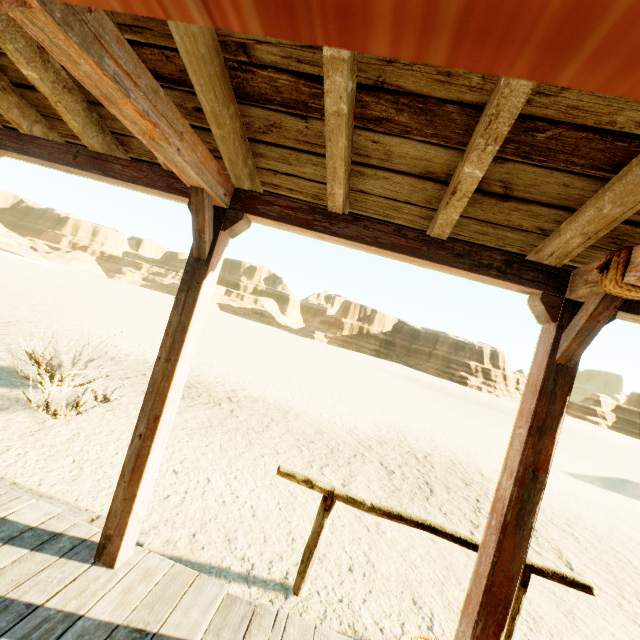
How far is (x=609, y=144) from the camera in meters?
1.4

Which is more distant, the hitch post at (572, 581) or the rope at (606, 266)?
the hitch post at (572, 581)

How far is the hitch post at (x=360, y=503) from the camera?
2.9 meters

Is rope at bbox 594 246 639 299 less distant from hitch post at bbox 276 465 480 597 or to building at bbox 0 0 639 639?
building at bbox 0 0 639 639

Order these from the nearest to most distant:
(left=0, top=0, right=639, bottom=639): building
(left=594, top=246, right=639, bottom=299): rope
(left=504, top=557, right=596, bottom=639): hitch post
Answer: (left=0, top=0, right=639, bottom=639): building < (left=594, top=246, right=639, bottom=299): rope < (left=504, top=557, right=596, bottom=639): hitch post

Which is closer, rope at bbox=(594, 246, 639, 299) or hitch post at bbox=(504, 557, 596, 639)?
rope at bbox=(594, 246, 639, 299)

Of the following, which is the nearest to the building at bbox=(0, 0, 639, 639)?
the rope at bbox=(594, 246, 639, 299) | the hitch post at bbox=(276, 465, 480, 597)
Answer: the rope at bbox=(594, 246, 639, 299)
